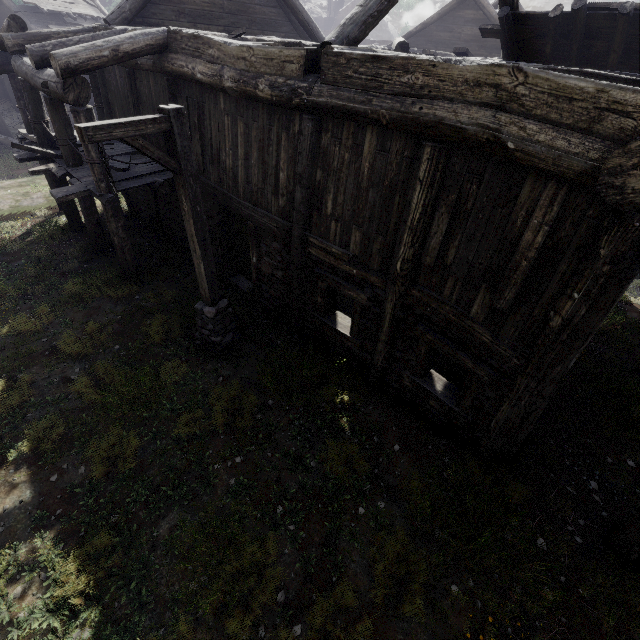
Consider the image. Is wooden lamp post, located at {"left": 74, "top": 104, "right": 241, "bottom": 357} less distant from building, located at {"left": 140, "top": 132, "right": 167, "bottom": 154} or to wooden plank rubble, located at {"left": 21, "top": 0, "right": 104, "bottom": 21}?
building, located at {"left": 140, "top": 132, "right": 167, "bottom": 154}

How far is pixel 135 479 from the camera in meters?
5.3 m

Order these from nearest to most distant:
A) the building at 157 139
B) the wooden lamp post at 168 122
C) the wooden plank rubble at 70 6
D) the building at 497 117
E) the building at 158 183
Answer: the building at 497 117, the wooden lamp post at 168 122, the building at 158 183, the building at 157 139, the wooden plank rubble at 70 6

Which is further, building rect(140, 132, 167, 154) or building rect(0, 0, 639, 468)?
building rect(140, 132, 167, 154)

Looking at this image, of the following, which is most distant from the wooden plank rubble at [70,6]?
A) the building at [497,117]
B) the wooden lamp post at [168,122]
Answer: the wooden lamp post at [168,122]

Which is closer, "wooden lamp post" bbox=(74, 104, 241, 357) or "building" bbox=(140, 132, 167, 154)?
"wooden lamp post" bbox=(74, 104, 241, 357)

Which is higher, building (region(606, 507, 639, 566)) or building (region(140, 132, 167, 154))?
building (region(140, 132, 167, 154))

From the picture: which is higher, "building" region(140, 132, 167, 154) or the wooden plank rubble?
the wooden plank rubble
